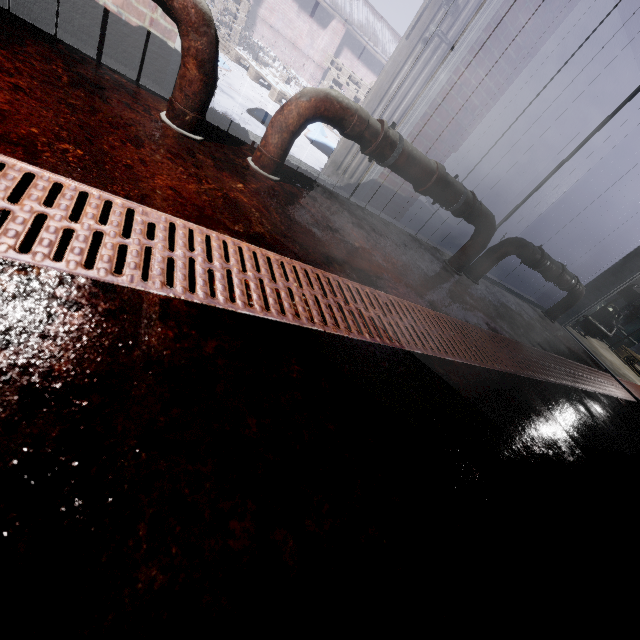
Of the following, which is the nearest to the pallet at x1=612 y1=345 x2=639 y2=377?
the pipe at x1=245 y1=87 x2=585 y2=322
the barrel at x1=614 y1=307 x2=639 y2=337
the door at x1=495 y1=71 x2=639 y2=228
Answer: the barrel at x1=614 y1=307 x2=639 y2=337

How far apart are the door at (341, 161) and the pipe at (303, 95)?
0.4 meters

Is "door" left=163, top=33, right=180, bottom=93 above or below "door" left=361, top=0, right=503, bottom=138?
below

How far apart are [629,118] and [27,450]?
4.65m

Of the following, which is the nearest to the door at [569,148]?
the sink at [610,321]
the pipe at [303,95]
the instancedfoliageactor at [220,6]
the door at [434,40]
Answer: the pipe at [303,95]

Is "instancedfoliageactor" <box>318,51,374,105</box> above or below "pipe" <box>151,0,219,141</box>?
above

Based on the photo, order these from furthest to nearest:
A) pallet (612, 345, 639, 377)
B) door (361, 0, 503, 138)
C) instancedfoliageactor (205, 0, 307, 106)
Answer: pallet (612, 345, 639, 377) → instancedfoliageactor (205, 0, 307, 106) → door (361, 0, 503, 138)

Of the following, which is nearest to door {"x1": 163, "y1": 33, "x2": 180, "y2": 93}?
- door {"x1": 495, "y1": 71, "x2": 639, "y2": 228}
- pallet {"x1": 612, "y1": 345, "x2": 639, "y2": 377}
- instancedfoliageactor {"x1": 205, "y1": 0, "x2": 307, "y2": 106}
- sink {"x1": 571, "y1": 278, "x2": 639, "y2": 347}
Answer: instancedfoliageactor {"x1": 205, "y1": 0, "x2": 307, "y2": 106}
